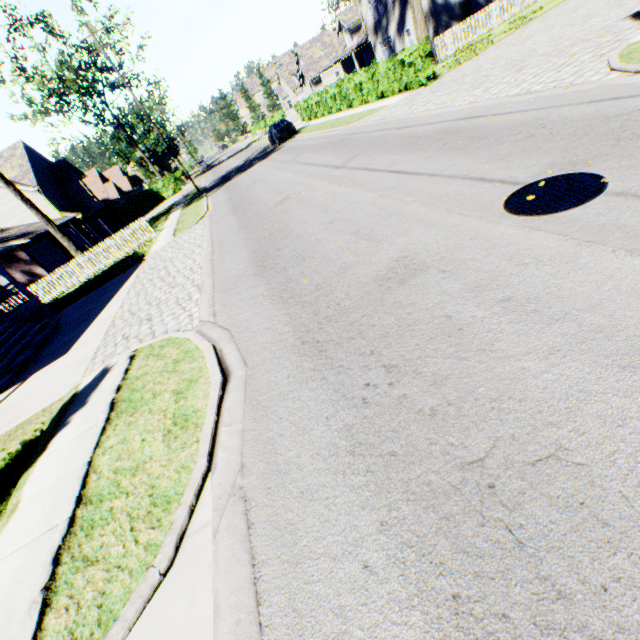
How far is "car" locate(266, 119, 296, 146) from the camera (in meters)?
27.30

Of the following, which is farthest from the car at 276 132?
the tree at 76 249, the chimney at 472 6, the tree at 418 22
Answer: the tree at 76 249

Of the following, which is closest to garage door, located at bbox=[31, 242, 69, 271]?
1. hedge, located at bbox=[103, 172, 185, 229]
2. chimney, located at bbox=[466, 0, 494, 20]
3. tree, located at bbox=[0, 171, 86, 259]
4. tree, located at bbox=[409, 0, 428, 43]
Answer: tree, located at bbox=[0, 171, 86, 259]

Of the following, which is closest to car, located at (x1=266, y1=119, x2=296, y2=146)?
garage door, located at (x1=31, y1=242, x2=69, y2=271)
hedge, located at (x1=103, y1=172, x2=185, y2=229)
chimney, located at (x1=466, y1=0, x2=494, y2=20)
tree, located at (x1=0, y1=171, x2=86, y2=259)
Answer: chimney, located at (x1=466, y1=0, x2=494, y2=20)

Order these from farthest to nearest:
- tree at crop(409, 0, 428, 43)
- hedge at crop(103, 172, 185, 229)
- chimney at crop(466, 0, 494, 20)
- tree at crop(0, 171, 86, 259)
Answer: hedge at crop(103, 172, 185, 229), chimney at crop(466, 0, 494, 20), tree at crop(409, 0, 428, 43), tree at crop(0, 171, 86, 259)

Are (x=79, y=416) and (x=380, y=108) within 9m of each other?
no

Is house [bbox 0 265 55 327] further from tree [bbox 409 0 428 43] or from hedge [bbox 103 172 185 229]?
tree [bbox 409 0 428 43]

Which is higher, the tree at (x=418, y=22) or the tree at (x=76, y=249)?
the tree at (x=418, y=22)
